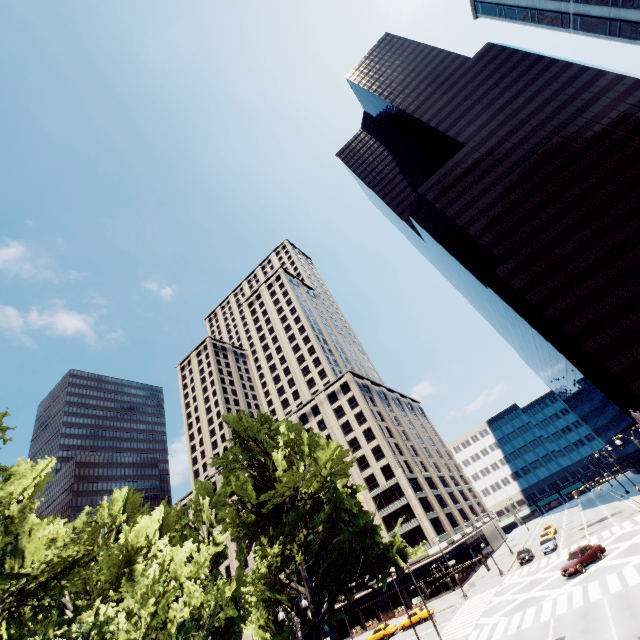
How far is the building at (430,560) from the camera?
54.44m

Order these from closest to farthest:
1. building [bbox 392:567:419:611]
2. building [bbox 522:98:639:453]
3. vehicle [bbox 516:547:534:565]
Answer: vehicle [bbox 516:547:534:565], building [bbox 522:98:639:453], building [bbox 392:567:419:611]

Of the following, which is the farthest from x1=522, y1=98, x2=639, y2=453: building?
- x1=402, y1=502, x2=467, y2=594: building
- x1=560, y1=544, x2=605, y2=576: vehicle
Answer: x1=402, y1=502, x2=467, y2=594: building

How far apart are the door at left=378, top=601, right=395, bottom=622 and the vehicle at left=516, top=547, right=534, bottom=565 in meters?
24.4 m

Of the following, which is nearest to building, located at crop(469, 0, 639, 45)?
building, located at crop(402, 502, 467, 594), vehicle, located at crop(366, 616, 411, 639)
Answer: vehicle, located at crop(366, 616, 411, 639)

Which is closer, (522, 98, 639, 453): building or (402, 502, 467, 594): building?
(522, 98, 639, 453): building

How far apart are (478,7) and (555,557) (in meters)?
77.14

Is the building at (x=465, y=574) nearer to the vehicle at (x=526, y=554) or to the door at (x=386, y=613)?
the door at (x=386, y=613)
